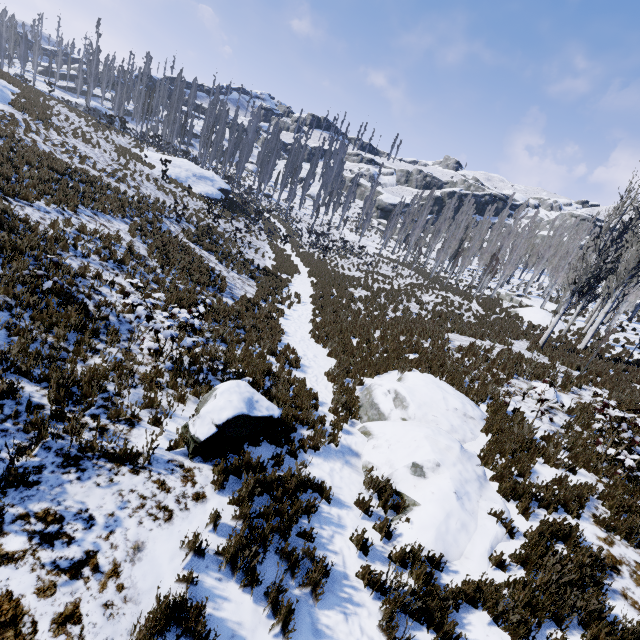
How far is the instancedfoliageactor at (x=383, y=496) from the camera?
5.48m

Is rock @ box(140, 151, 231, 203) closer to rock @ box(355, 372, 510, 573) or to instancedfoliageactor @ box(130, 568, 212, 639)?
instancedfoliageactor @ box(130, 568, 212, 639)

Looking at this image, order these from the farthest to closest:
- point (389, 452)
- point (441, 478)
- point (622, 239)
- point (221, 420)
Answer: point (622, 239) < point (389, 452) < point (441, 478) < point (221, 420)

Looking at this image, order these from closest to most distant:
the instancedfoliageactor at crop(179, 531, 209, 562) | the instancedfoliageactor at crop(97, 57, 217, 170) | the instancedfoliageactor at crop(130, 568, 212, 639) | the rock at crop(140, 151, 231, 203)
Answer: the instancedfoliageactor at crop(130, 568, 212, 639)
the instancedfoliageactor at crop(179, 531, 209, 562)
the rock at crop(140, 151, 231, 203)
the instancedfoliageactor at crop(97, 57, 217, 170)

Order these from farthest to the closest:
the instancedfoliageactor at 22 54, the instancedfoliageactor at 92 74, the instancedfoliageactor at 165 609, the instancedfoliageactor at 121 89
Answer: the instancedfoliageactor at 121 89 < the instancedfoliageactor at 92 74 < the instancedfoliageactor at 22 54 < the instancedfoliageactor at 165 609

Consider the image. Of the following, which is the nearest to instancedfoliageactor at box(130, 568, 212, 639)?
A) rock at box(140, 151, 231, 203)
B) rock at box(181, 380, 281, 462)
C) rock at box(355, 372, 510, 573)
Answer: rock at box(140, 151, 231, 203)
